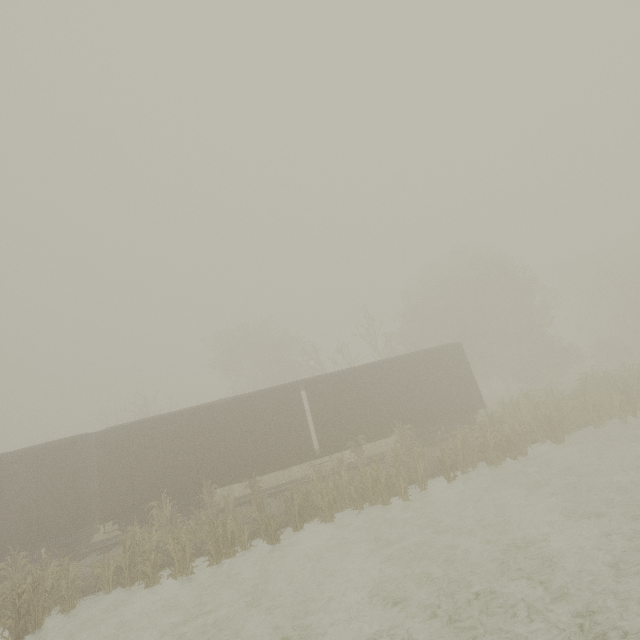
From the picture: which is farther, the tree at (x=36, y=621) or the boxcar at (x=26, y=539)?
the boxcar at (x=26, y=539)

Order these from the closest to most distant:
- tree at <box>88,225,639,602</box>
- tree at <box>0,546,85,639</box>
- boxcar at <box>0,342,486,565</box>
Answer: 1. tree at <box>0,546,85,639</box>
2. tree at <box>88,225,639,602</box>
3. boxcar at <box>0,342,486,565</box>

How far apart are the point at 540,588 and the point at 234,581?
8.4 meters

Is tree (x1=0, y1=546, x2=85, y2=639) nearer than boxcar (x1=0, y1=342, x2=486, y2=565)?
Yes

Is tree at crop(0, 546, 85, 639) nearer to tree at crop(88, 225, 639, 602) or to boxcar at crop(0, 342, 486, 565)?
boxcar at crop(0, 342, 486, 565)

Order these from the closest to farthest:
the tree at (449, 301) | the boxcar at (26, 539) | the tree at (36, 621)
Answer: the tree at (36, 621), the tree at (449, 301), the boxcar at (26, 539)

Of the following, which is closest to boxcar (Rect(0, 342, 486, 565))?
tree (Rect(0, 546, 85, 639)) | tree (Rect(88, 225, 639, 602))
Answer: tree (Rect(0, 546, 85, 639))
